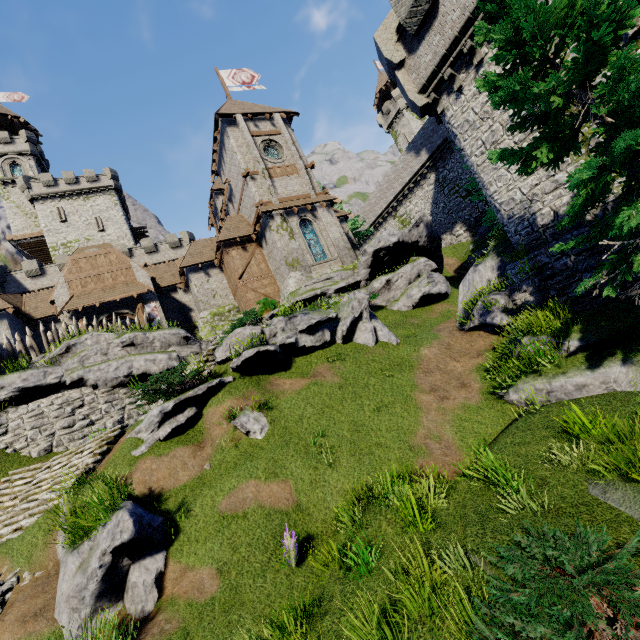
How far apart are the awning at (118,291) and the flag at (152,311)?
0.83m

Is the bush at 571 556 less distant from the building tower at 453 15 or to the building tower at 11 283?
the building tower at 453 15

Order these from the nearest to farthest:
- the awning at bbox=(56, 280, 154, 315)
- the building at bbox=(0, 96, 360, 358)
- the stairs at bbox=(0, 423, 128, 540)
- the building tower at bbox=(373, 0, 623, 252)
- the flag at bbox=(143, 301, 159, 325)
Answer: the stairs at bbox=(0, 423, 128, 540) → the building tower at bbox=(373, 0, 623, 252) → the awning at bbox=(56, 280, 154, 315) → the building at bbox=(0, 96, 360, 358) → the flag at bbox=(143, 301, 159, 325)

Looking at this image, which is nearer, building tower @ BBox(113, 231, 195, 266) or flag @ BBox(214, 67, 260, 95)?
flag @ BBox(214, 67, 260, 95)

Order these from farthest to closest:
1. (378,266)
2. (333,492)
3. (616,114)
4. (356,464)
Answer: (378,266) → (356,464) → (333,492) → (616,114)

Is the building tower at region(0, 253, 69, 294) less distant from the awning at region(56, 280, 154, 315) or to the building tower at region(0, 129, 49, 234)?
the building tower at region(0, 129, 49, 234)

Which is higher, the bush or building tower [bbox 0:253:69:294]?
building tower [bbox 0:253:69:294]

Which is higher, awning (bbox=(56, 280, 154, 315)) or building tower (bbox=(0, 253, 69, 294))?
building tower (bbox=(0, 253, 69, 294))
